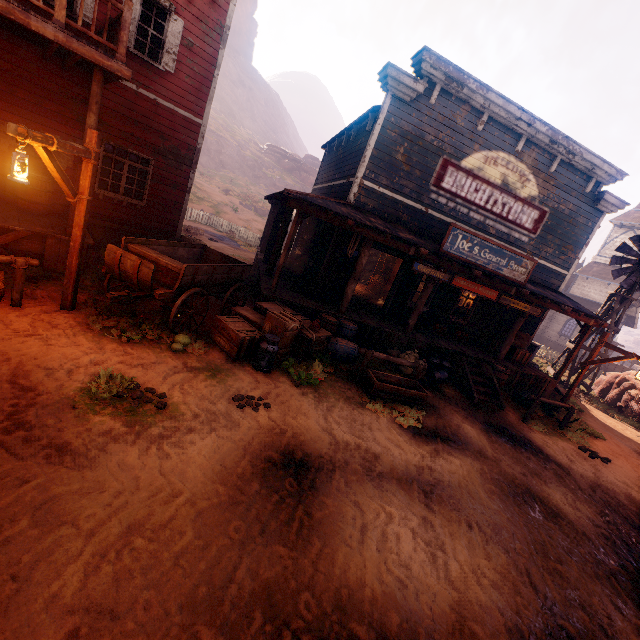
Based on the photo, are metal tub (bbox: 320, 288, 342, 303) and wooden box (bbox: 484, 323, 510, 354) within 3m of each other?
no

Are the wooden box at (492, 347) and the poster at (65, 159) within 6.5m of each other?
no

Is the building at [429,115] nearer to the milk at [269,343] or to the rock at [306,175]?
the milk at [269,343]

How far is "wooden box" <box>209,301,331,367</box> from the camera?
7.0 meters

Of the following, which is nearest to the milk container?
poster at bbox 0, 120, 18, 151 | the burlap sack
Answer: the burlap sack

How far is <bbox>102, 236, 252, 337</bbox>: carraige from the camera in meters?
6.1

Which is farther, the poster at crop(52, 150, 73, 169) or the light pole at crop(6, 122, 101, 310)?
the poster at crop(52, 150, 73, 169)

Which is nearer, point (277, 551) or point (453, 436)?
point (277, 551)
